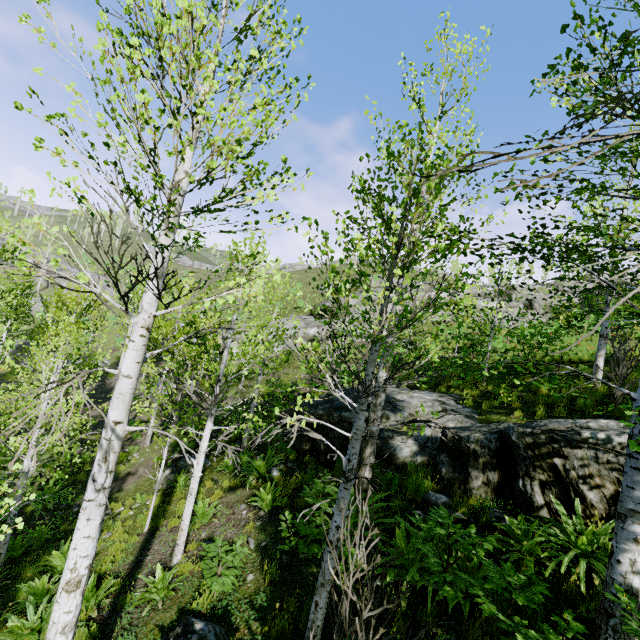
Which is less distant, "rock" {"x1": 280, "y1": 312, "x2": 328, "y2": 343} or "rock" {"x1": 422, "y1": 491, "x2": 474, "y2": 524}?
"rock" {"x1": 422, "y1": 491, "x2": 474, "y2": 524}

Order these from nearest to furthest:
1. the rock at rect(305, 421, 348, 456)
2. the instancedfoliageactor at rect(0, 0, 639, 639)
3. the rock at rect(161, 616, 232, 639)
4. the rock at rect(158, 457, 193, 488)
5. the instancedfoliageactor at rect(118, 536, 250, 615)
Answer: the instancedfoliageactor at rect(0, 0, 639, 639)
the rock at rect(161, 616, 232, 639)
the instancedfoliageactor at rect(118, 536, 250, 615)
the rock at rect(305, 421, 348, 456)
the rock at rect(158, 457, 193, 488)

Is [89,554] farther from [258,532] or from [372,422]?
[258,532]

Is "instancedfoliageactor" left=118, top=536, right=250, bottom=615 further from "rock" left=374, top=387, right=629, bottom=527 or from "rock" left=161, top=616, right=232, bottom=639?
"rock" left=161, top=616, right=232, bottom=639

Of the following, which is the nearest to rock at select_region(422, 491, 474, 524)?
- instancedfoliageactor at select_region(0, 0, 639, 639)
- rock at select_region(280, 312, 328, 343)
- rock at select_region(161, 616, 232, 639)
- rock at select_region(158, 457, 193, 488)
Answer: instancedfoliageactor at select_region(0, 0, 639, 639)

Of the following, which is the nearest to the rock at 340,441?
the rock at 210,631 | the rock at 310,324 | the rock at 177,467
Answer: the rock at 177,467

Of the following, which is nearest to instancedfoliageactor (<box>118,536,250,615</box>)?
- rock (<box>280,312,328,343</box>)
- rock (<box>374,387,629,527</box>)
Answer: rock (<box>374,387,629,527</box>)

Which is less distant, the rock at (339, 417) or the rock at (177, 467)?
the rock at (339, 417)
